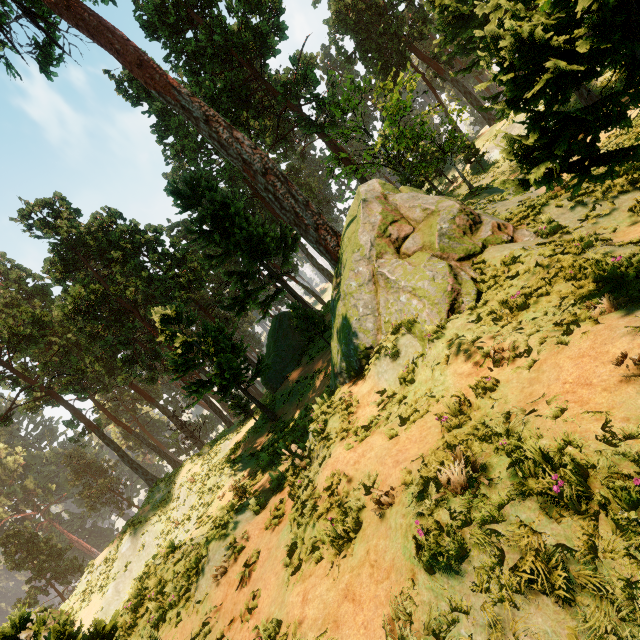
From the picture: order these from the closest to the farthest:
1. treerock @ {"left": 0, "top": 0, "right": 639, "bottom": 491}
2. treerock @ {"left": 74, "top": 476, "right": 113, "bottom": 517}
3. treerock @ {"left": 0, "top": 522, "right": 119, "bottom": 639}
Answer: treerock @ {"left": 0, "top": 0, "right": 639, "bottom": 491}
treerock @ {"left": 0, "top": 522, "right": 119, "bottom": 639}
treerock @ {"left": 74, "top": 476, "right": 113, "bottom": 517}

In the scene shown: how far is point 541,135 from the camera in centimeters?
388cm

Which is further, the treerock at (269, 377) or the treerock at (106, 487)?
the treerock at (106, 487)

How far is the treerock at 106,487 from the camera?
57.1m

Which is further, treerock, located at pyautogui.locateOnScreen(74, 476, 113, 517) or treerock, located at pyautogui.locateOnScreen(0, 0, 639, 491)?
treerock, located at pyautogui.locateOnScreen(74, 476, 113, 517)

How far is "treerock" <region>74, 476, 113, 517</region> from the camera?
57.1m
